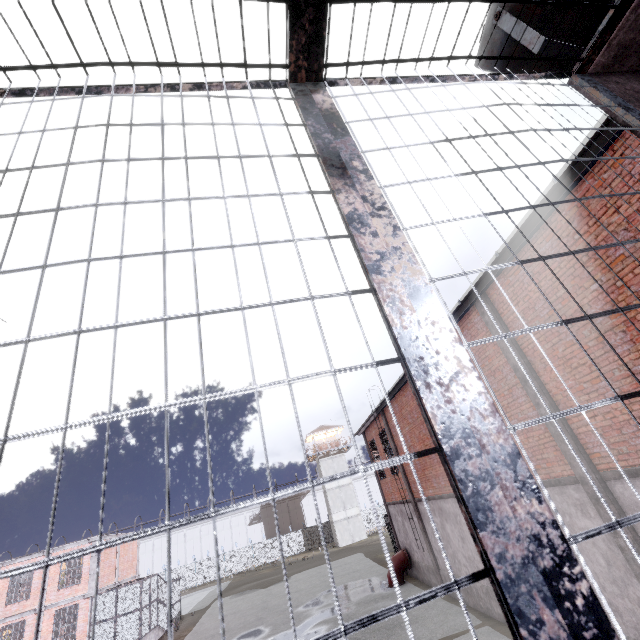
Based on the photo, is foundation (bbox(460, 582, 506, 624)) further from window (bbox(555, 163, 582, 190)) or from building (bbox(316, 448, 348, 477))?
building (bbox(316, 448, 348, 477))

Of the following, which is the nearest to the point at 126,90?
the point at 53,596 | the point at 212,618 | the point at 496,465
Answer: the point at 496,465

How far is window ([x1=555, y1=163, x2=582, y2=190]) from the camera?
5.8m

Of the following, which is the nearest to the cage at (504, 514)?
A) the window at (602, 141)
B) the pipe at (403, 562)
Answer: the window at (602, 141)

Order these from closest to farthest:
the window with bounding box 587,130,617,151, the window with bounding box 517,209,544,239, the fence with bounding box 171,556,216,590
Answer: the window with bounding box 587,130,617,151 → the window with bounding box 517,209,544,239 → the fence with bounding box 171,556,216,590

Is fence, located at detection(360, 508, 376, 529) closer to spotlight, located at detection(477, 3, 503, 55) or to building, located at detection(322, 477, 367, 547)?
building, located at detection(322, 477, 367, 547)

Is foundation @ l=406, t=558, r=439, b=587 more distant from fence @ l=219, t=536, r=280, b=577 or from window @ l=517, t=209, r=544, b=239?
fence @ l=219, t=536, r=280, b=577

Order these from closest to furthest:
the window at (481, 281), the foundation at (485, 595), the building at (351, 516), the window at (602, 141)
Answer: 1. the window at (602, 141)
2. the window at (481, 281)
3. the foundation at (485, 595)
4. the building at (351, 516)
